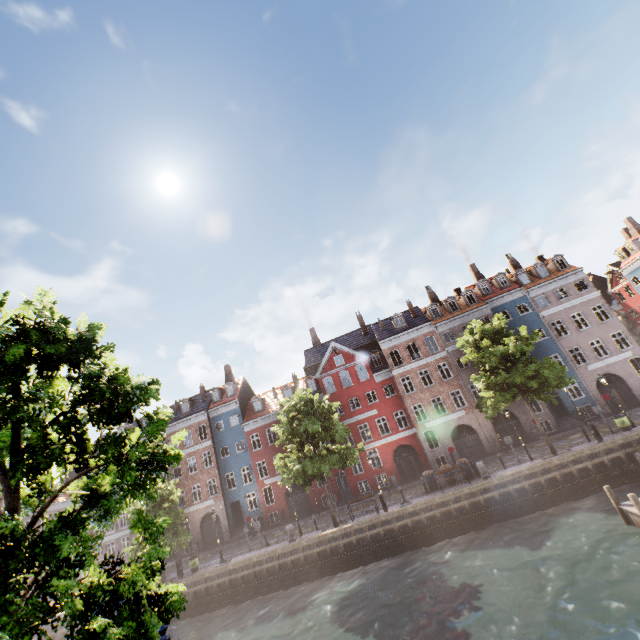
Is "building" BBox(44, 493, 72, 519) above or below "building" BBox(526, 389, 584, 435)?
above

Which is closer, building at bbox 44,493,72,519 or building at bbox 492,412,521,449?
building at bbox 492,412,521,449

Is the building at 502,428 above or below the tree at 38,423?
below

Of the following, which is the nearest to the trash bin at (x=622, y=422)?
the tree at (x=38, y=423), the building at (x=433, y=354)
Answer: the tree at (x=38, y=423)

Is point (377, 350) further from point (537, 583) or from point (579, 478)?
point (537, 583)

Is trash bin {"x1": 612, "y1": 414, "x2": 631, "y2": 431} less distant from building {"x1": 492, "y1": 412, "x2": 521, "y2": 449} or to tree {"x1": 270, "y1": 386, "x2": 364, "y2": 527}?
tree {"x1": 270, "y1": 386, "x2": 364, "y2": 527}

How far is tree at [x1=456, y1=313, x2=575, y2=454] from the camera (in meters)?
22.08
